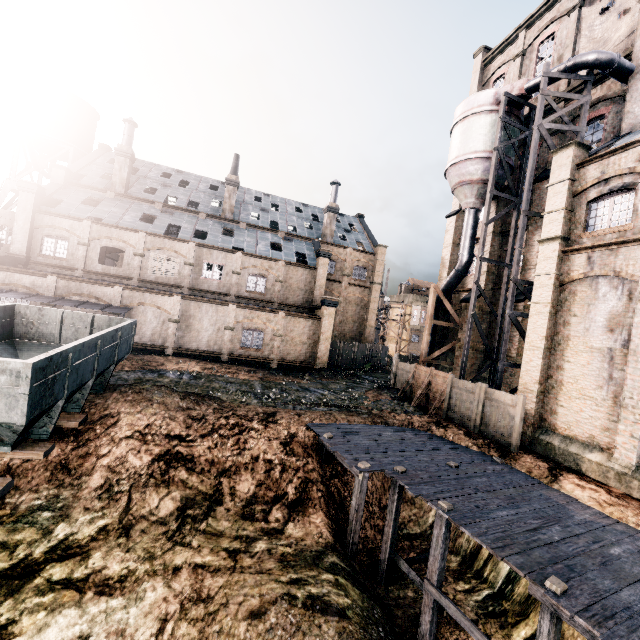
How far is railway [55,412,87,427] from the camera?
11.3m

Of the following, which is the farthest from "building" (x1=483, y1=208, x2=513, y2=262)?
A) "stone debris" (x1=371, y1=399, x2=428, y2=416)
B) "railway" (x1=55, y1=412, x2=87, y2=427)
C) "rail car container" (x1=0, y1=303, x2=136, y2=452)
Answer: "railway" (x1=55, y1=412, x2=87, y2=427)

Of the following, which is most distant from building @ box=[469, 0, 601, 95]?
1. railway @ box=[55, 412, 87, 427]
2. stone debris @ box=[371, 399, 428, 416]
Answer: railway @ box=[55, 412, 87, 427]

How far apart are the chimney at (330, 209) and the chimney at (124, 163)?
22.0m

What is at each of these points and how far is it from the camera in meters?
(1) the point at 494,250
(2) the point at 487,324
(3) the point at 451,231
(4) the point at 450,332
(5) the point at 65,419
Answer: (1) building, 26.4 m
(2) building, 26.4 m
(3) building, 31.1 m
(4) building, 30.7 m
(5) railway, 11.4 m

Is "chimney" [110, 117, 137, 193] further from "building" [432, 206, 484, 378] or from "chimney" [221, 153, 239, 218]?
"chimney" [221, 153, 239, 218]

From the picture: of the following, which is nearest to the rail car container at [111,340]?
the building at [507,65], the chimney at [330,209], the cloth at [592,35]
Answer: the building at [507,65]

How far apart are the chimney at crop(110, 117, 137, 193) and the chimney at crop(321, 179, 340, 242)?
22.03m
